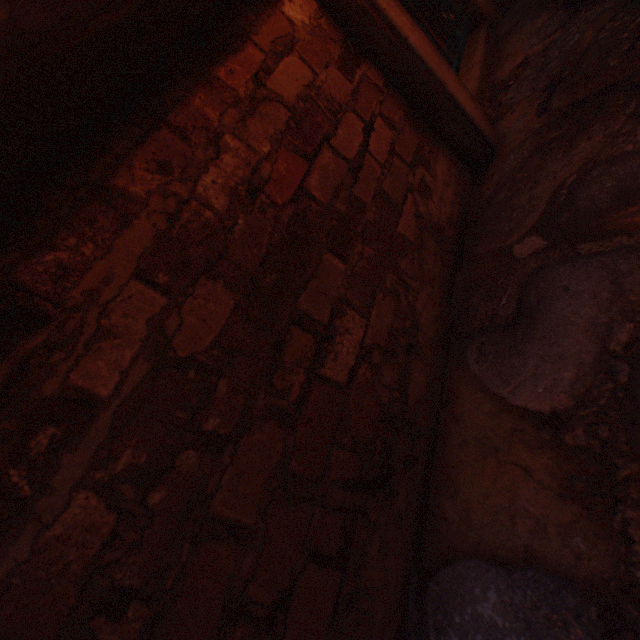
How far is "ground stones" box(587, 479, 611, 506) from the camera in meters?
0.6

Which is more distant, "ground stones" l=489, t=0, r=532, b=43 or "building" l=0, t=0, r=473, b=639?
"ground stones" l=489, t=0, r=532, b=43

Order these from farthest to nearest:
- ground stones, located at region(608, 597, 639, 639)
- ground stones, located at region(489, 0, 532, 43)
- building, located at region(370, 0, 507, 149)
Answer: ground stones, located at region(489, 0, 532, 43)
building, located at region(370, 0, 507, 149)
ground stones, located at region(608, 597, 639, 639)

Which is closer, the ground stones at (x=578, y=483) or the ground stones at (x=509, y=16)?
the ground stones at (x=578, y=483)

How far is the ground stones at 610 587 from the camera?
0.6 meters

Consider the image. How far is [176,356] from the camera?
0.7m

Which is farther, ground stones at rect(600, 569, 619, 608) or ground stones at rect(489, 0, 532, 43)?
ground stones at rect(489, 0, 532, 43)

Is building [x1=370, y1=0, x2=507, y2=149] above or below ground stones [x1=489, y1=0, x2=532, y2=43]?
above
